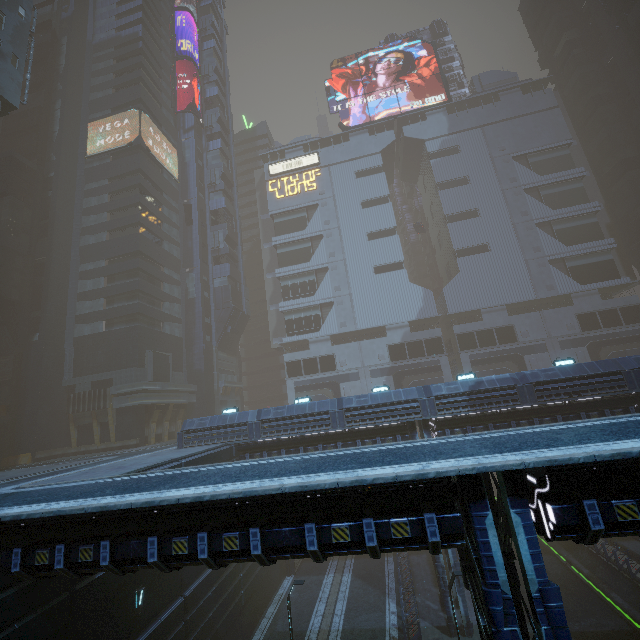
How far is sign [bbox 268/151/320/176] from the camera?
57.2 meters

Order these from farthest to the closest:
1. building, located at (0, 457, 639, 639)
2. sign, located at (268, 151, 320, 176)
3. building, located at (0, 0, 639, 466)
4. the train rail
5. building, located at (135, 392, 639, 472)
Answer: sign, located at (268, 151, 320, 176)
building, located at (0, 0, 639, 466)
building, located at (135, 392, 639, 472)
the train rail
building, located at (0, 457, 639, 639)

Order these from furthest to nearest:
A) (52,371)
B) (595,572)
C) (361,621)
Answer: (52,371), (595,572), (361,621)

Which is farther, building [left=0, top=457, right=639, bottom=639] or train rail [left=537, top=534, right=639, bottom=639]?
train rail [left=537, top=534, right=639, bottom=639]

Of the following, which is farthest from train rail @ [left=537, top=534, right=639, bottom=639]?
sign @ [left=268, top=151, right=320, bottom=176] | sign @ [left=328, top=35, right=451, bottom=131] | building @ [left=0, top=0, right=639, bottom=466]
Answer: sign @ [left=328, top=35, right=451, bottom=131]

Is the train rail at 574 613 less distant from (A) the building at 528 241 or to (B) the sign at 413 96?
(A) the building at 528 241

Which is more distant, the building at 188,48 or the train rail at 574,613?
the building at 188,48

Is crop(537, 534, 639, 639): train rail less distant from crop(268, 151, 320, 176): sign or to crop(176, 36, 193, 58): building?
crop(176, 36, 193, 58): building
